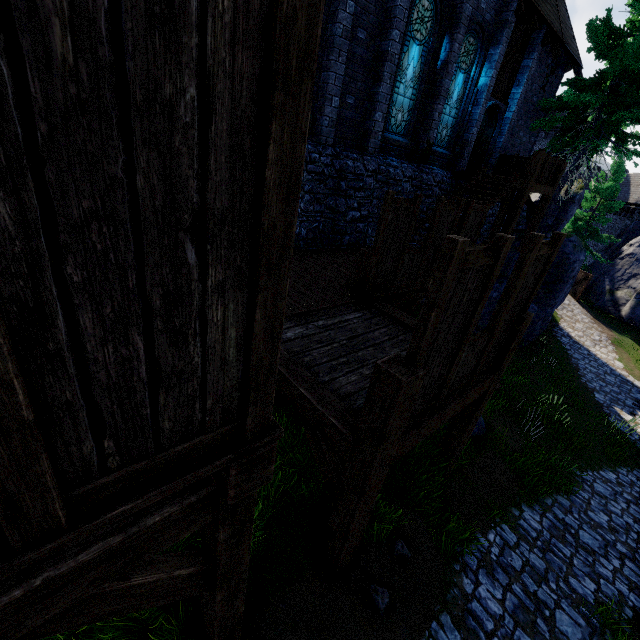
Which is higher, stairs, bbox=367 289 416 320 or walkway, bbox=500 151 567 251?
walkway, bbox=500 151 567 251

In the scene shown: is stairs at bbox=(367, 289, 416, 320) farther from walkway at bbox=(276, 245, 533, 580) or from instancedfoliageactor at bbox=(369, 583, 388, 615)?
instancedfoliageactor at bbox=(369, 583, 388, 615)

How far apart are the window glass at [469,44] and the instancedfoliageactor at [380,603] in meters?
13.9 m

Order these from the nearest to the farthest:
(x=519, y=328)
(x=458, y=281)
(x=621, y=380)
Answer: (x=458, y=281), (x=519, y=328), (x=621, y=380)

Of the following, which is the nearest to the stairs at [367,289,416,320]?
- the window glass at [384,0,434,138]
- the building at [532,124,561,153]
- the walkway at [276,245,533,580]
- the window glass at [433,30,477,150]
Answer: the walkway at [276,245,533,580]

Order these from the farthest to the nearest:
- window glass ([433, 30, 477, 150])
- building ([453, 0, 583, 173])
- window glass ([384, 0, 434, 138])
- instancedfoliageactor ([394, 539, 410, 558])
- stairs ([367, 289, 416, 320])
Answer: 1. building ([453, 0, 583, 173])
2. window glass ([433, 30, 477, 150])
3. window glass ([384, 0, 434, 138])
4. stairs ([367, 289, 416, 320])
5. instancedfoliageactor ([394, 539, 410, 558])

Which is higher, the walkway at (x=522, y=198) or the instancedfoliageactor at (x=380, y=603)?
the walkway at (x=522, y=198)

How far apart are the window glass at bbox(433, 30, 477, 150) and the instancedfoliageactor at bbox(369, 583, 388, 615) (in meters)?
13.91
